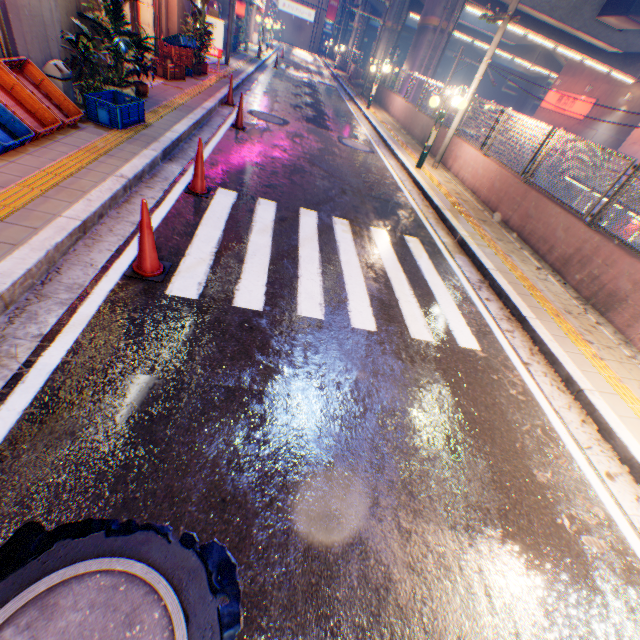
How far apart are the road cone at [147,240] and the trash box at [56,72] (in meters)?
4.37

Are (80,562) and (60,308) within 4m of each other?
yes

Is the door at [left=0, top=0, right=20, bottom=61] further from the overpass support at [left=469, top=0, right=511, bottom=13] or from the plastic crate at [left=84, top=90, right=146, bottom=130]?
the overpass support at [left=469, top=0, right=511, bottom=13]

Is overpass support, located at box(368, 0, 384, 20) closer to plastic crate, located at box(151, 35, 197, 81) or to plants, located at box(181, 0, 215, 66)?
plants, located at box(181, 0, 215, 66)

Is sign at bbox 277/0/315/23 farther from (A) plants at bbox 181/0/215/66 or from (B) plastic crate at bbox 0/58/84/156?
(B) plastic crate at bbox 0/58/84/156

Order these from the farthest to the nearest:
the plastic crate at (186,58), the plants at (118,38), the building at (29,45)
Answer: the plastic crate at (186,58) < the plants at (118,38) < the building at (29,45)

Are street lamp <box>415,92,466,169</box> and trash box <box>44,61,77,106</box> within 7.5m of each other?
no

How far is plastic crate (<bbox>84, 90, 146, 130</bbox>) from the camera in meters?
5.8
